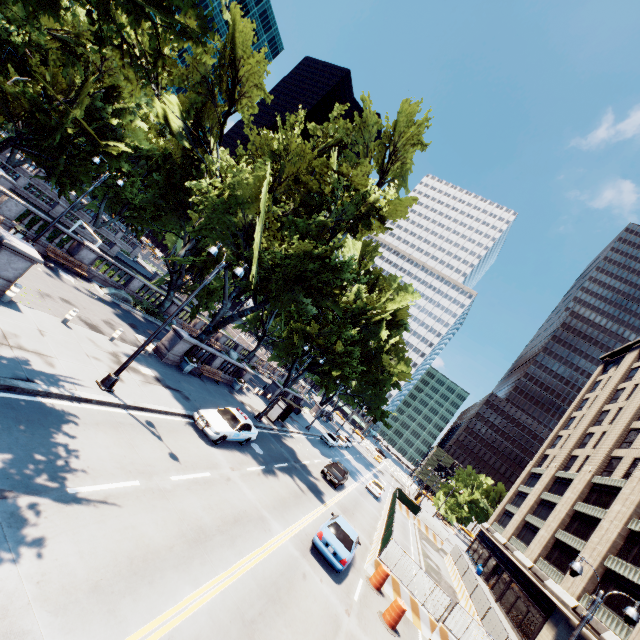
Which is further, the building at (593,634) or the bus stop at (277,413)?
the bus stop at (277,413)

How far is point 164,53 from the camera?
29.0 meters

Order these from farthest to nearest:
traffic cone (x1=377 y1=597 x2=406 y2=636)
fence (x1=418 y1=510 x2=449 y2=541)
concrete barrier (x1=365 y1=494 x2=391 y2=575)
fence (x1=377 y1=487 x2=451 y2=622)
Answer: fence (x1=418 y1=510 x2=449 y2=541)
concrete barrier (x1=365 y1=494 x2=391 y2=575)
fence (x1=377 y1=487 x2=451 y2=622)
traffic cone (x1=377 y1=597 x2=406 y2=636)

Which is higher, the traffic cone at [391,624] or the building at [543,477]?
the building at [543,477]

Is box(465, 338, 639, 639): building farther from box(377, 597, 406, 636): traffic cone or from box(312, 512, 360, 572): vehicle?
box(312, 512, 360, 572): vehicle

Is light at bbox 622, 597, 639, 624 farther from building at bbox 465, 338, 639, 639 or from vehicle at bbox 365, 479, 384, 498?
vehicle at bbox 365, 479, 384, 498

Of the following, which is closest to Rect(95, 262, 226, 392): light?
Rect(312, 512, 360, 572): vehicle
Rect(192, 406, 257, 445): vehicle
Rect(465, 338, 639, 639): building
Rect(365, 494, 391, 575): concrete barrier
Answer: Rect(192, 406, 257, 445): vehicle

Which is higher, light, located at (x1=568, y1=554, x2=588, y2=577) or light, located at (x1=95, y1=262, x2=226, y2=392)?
light, located at (x1=568, y1=554, x2=588, y2=577)
